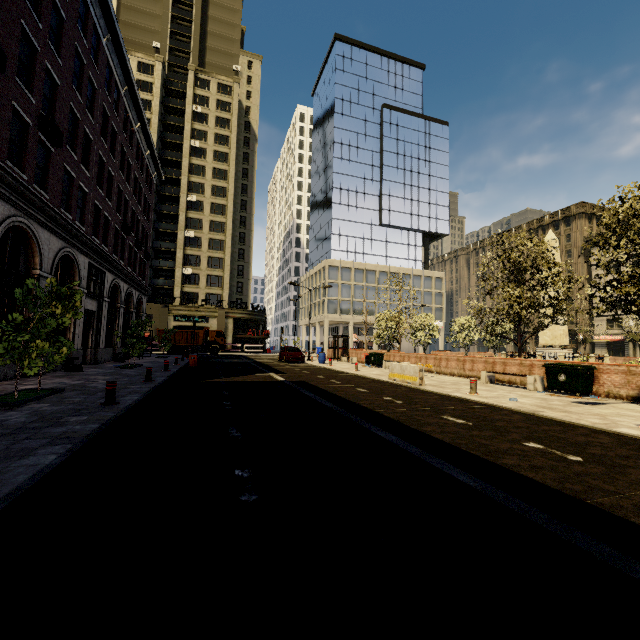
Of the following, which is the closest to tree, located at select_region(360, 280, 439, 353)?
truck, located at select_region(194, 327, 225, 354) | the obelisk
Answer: the obelisk

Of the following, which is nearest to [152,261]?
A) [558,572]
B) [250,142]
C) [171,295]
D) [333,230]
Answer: [171,295]

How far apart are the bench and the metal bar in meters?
14.5

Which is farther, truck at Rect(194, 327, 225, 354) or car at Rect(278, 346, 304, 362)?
truck at Rect(194, 327, 225, 354)

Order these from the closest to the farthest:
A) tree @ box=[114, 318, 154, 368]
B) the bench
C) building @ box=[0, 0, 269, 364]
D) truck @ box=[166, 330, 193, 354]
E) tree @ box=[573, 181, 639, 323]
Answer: tree @ box=[573, 181, 639, 323], building @ box=[0, 0, 269, 364], the bench, tree @ box=[114, 318, 154, 368], truck @ box=[166, 330, 193, 354]

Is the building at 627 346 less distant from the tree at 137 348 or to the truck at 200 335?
the tree at 137 348

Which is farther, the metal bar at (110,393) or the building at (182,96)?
the building at (182,96)

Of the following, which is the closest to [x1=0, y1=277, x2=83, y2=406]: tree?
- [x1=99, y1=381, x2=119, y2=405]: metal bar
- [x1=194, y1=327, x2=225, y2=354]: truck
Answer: [x1=99, y1=381, x2=119, y2=405]: metal bar
